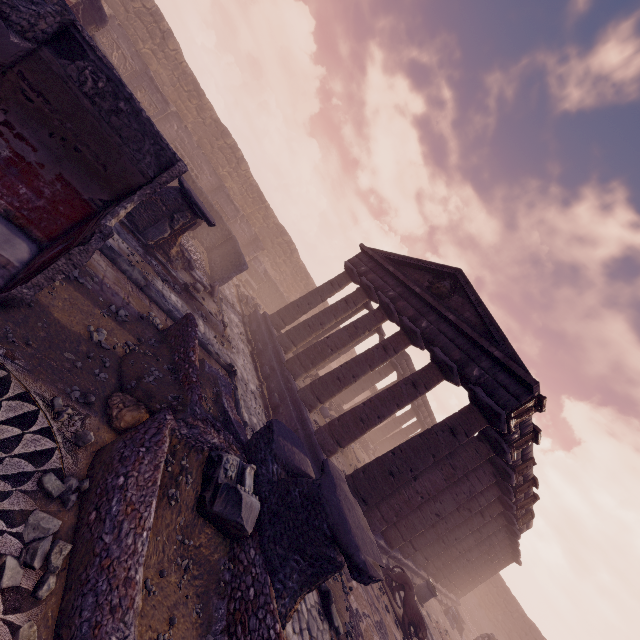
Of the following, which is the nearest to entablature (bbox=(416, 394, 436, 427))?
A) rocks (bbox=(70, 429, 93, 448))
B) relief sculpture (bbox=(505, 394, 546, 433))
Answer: relief sculpture (bbox=(505, 394, 546, 433))

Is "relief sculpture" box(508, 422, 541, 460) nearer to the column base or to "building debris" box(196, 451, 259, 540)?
the column base

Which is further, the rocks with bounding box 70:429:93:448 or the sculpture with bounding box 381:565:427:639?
the sculpture with bounding box 381:565:427:639

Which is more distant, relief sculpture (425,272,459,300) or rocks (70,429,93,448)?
relief sculpture (425,272,459,300)

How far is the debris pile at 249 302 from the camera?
19.80m

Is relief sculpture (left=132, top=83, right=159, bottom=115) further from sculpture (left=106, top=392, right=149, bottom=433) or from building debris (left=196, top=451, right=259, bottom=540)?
building debris (left=196, top=451, right=259, bottom=540)

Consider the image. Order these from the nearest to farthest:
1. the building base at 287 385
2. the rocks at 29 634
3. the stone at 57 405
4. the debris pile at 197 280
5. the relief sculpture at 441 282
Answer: the rocks at 29 634
the stone at 57 405
the building base at 287 385
the debris pile at 197 280
the relief sculpture at 441 282

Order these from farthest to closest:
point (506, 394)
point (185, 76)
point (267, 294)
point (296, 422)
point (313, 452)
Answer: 1. point (267, 294)
2. point (185, 76)
3. point (296, 422)
4. point (313, 452)
5. point (506, 394)
